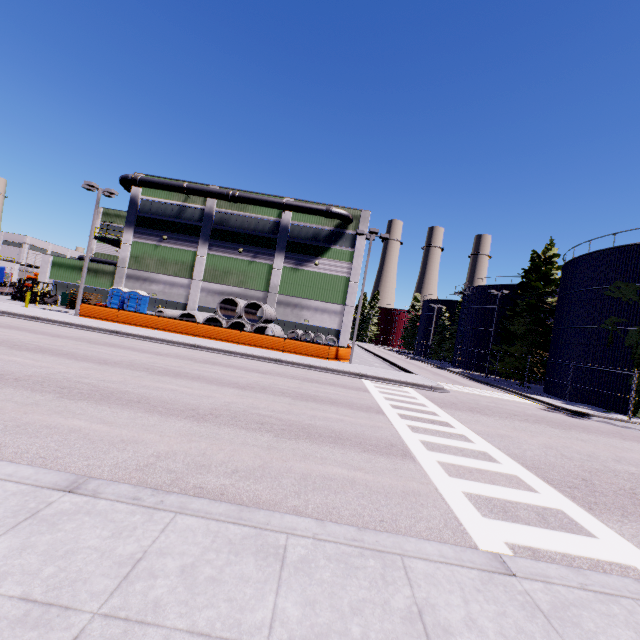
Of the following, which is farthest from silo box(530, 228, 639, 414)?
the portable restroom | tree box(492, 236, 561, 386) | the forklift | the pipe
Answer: the forklift

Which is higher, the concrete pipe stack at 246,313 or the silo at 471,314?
the silo at 471,314

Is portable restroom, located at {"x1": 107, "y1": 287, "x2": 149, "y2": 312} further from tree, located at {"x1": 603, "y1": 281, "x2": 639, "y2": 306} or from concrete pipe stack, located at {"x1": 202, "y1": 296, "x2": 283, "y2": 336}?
tree, located at {"x1": 603, "y1": 281, "x2": 639, "y2": 306}

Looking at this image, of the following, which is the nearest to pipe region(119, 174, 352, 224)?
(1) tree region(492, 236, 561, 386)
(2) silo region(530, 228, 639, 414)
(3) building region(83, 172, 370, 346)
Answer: (3) building region(83, 172, 370, 346)

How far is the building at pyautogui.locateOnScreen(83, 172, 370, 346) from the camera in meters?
32.9

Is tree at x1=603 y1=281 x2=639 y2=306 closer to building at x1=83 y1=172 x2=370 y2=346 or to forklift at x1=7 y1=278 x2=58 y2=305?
building at x1=83 y1=172 x2=370 y2=346

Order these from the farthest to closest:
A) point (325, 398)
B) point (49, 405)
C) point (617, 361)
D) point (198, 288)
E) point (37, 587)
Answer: point (198, 288)
point (617, 361)
point (325, 398)
point (49, 405)
point (37, 587)

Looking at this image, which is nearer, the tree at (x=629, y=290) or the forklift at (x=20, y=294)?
the tree at (x=629, y=290)
